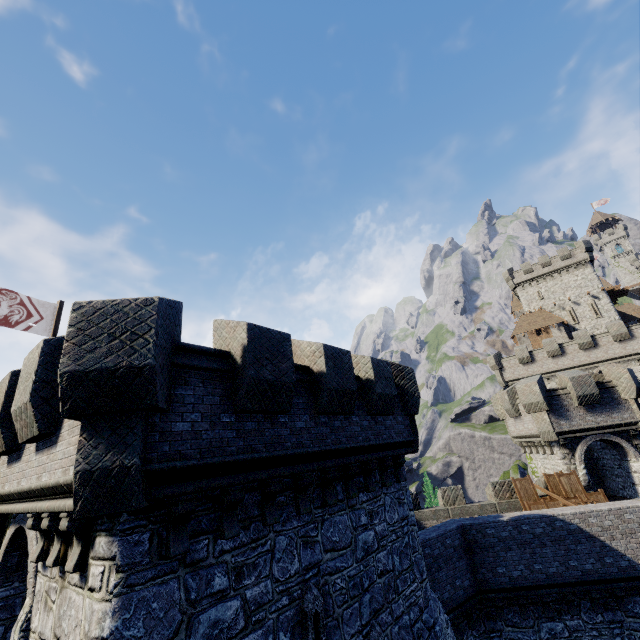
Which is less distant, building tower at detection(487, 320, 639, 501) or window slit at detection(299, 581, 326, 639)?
window slit at detection(299, 581, 326, 639)

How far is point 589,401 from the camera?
19.7 meters

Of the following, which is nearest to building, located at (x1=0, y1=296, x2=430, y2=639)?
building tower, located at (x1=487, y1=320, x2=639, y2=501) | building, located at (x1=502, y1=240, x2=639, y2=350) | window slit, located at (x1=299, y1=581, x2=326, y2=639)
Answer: window slit, located at (x1=299, y1=581, x2=326, y2=639)

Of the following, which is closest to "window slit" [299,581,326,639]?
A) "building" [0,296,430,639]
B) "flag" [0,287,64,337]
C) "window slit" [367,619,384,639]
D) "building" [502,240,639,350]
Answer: "building" [0,296,430,639]

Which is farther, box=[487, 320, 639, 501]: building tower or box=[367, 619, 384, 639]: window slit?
box=[487, 320, 639, 501]: building tower

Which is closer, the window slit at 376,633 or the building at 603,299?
the window slit at 376,633

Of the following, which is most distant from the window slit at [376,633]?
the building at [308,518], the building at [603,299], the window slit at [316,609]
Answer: the building at [603,299]

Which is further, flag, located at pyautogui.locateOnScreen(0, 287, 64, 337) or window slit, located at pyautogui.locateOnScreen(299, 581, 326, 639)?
flag, located at pyautogui.locateOnScreen(0, 287, 64, 337)
